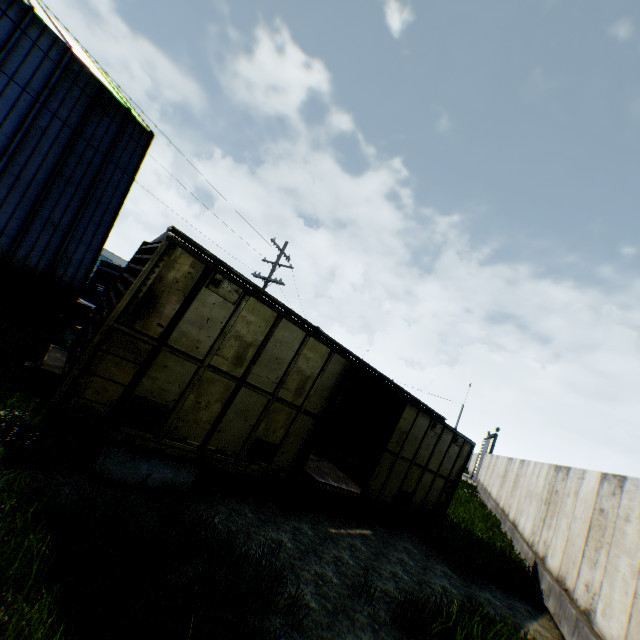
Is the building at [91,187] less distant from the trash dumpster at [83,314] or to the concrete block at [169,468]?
the trash dumpster at [83,314]

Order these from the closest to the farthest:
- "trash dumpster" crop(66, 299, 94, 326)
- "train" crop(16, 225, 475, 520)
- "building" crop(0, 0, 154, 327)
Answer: "train" crop(16, 225, 475, 520), "building" crop(0, 0, 154, 327), "trash dumpster" crop(66, 299, 94, 326)

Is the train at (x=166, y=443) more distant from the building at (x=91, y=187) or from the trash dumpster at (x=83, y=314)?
the trash dumpster at (x=83, y=314)

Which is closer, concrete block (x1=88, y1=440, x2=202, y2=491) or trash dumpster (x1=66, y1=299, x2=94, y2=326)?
concrete block (x1=88, y1=440, x2=202, y2=491)

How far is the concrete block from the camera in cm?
537

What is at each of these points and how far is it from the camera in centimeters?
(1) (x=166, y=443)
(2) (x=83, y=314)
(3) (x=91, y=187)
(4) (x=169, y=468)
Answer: (1) train, 580cm
(2) trash dumpster, 1577cm
(3) building, 1496cm
(4) concrete block, 598cm

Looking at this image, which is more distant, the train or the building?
the building

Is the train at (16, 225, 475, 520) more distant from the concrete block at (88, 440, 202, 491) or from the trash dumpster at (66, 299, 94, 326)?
the trash dumpster at (66, 299, 94, 326)
